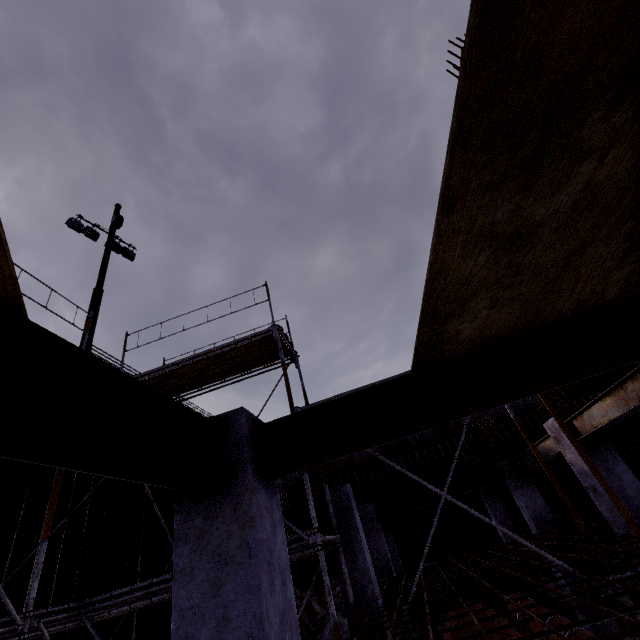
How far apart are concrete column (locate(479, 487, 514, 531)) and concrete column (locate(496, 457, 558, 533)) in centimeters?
436cm

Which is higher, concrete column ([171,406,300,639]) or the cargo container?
the cargo container

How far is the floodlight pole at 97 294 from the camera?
11.0 meters

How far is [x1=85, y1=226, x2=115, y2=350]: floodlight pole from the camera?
11.0 meters

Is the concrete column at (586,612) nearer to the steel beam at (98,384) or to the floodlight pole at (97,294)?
the steel beam at (98,384)

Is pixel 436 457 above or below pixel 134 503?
above

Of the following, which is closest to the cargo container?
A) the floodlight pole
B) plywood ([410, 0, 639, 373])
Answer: plywood ([410, 0, 639, 373])

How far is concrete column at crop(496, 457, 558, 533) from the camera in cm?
941
